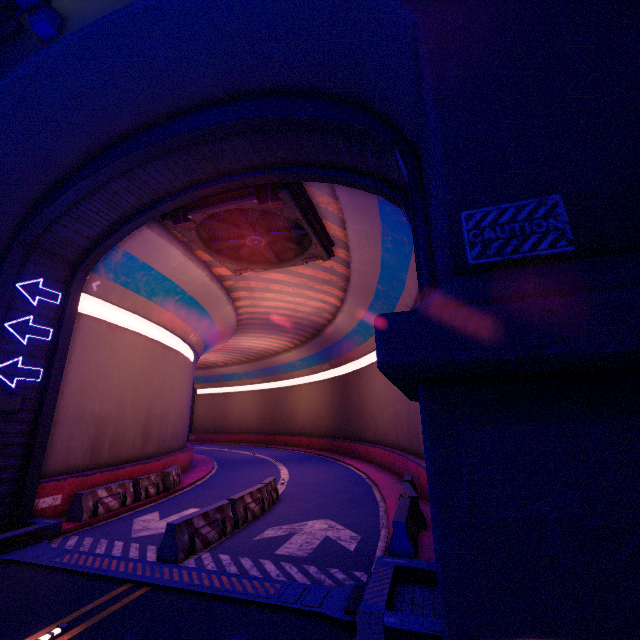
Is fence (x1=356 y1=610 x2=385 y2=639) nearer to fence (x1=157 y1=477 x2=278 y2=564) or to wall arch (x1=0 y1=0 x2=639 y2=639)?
wall arch (x1=0 y1=0 x2=639 y2=639)

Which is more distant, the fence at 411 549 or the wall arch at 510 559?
the fence at 411 549

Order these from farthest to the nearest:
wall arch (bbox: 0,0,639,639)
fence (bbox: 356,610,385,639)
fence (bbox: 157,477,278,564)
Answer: fence (bbox: 157,477,278,564), fence (bbox: 356,610,385,639), wall arch (bbox: 0,0,639,639)

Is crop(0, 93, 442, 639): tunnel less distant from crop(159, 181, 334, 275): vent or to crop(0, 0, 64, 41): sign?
crop(159, 181, 334, 275): vent

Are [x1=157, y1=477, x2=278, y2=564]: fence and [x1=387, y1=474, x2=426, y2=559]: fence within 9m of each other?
yes

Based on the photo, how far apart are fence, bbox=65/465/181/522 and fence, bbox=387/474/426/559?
10.11m

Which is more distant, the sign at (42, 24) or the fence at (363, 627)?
the sign at (42, 24)

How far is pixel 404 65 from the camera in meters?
5.2 m
